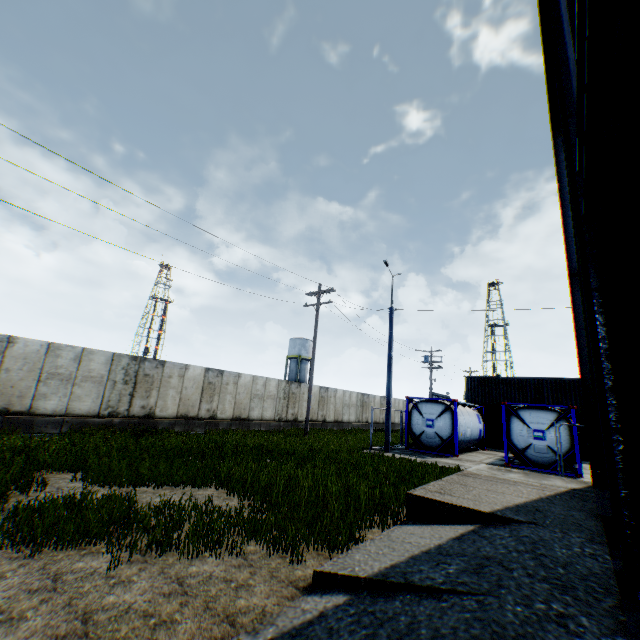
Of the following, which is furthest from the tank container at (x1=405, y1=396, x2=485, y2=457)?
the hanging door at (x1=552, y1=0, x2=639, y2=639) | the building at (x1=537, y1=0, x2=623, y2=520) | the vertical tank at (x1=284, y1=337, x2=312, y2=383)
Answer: the vertical tank at (x1=284, y1=337, x2=312, y2=383)

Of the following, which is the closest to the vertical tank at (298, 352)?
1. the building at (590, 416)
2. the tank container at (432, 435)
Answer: the tank container at (432, 435)

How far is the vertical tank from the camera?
52.2 meters

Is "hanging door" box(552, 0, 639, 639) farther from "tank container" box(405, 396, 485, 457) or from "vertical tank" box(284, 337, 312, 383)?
"vertical tank" box(284, 337, 312, 383)

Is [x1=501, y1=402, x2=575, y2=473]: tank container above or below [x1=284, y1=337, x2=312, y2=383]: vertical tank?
below

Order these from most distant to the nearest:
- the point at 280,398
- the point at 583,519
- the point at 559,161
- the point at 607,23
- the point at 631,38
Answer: the point at 280,398 → the point at 559,161 → the point at 583,519 → the point at 607,23 → the point at 631,38

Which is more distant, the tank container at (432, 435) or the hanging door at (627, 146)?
the tank container at (432, 435)
